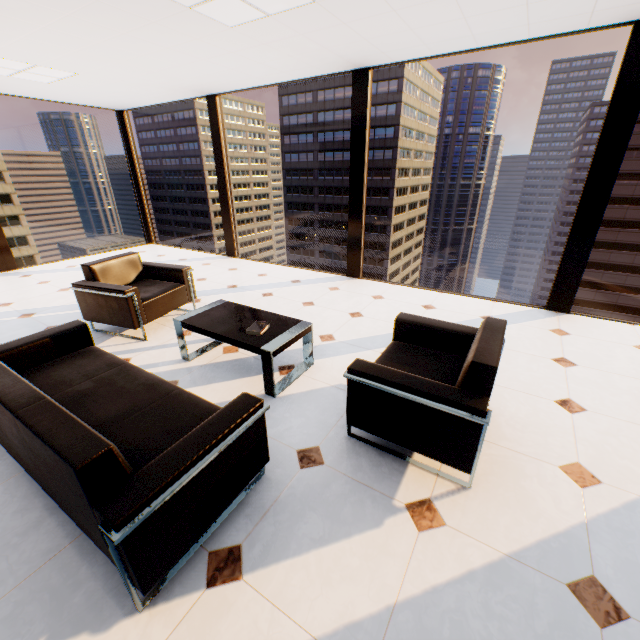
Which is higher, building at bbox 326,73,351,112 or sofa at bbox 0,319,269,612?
building at bbox 326,73,351,112

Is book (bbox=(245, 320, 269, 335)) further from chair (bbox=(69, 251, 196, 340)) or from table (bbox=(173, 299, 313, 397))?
chair (bbox=(69, 251, 196, 340))

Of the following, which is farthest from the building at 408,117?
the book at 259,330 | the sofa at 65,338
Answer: the sofa at 65,338

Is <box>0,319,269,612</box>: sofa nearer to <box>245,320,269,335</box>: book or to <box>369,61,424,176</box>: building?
<box>245,320,269,335</box>: book

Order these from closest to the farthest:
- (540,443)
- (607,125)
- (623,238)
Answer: (540,443) < (607,125) < (623,238)

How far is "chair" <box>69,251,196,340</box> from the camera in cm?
341

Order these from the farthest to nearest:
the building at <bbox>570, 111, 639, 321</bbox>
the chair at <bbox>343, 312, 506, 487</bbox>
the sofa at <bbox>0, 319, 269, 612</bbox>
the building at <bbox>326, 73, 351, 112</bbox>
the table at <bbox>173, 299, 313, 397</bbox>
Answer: the building at <bbox>326, 73, 351, 112</bbox> < the building at <bbox>570, 111, 639, 321</bbox> < the table at <bbox>173, 299, 313, 397</bbox> < the chair at <bbox>343, 312, 506, 487</bbox> < the sofa at <bbox>0, 319, 269, 612</bbox>

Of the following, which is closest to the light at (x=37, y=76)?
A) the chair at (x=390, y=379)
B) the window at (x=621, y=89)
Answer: the window at (x=621, y=89)
